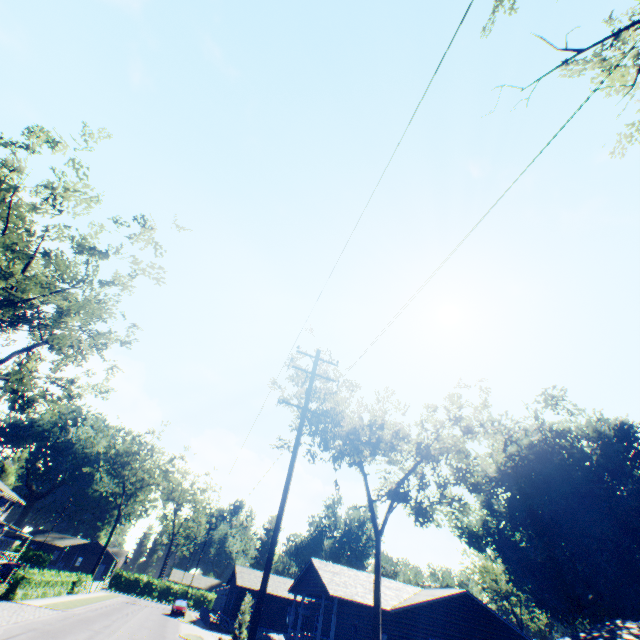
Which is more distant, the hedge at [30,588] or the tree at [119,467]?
the tree at [119,467]

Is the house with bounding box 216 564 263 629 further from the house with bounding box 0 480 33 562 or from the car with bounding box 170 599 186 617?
the house with bounding box 0 480 33 562

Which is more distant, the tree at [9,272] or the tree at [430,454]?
the tree at [430,454]

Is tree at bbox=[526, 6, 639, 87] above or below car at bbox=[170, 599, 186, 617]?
above

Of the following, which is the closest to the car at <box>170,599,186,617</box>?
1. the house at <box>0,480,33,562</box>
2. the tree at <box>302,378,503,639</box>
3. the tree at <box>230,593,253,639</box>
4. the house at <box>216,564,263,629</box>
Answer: the house at <box>216,564,263,629</box>

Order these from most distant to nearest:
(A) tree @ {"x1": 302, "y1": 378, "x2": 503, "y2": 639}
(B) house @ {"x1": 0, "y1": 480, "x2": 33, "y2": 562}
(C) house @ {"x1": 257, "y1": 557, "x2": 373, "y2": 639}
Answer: (B) house @ {"x1": 0, "y1": 480, "x2": 33, "y2": 562}, (C) house @ {"x1": 257, "y1": 557, "x2": 373, "y2": 639}, (A) tree @ {"x1": 302, "y1": 378, "x2": 503, "y2": 639}

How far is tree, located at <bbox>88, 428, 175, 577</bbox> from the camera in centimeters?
5134cm

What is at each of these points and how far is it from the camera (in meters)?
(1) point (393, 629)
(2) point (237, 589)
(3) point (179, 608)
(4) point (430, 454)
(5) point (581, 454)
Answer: (1) house, 22.50
(2) house, 42.75
(3) car, 41.28
(4) tree, 20.73
(5) plant, 35.00
